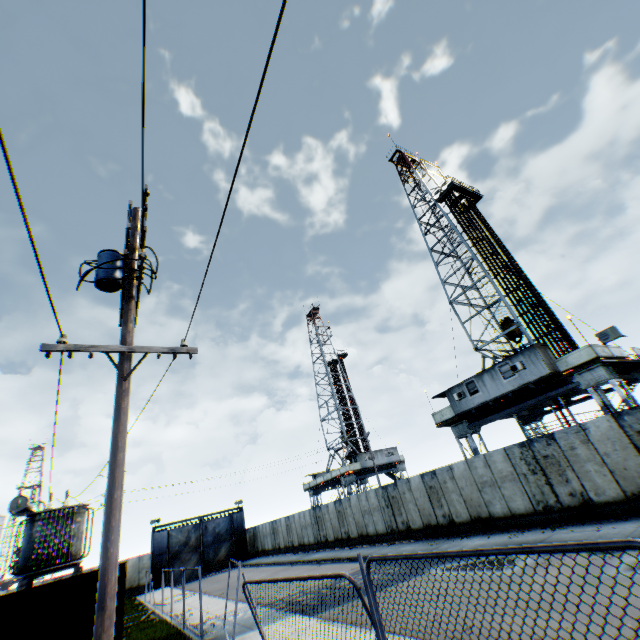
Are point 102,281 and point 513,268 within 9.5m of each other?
no

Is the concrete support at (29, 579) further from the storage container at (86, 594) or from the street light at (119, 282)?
the street light at (119, 282)

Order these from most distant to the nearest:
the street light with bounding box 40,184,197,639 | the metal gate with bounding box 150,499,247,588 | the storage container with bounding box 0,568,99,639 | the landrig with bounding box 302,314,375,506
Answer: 1. the landrig with bounding box 302,314,375,506
2. the metal gate with bounding box 150,499,247,588
3. the storage container with bounding box 0,568,99,639
4. the street light with bounding box 40,184,197,639

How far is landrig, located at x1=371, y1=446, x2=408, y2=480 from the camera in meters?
43.0 m

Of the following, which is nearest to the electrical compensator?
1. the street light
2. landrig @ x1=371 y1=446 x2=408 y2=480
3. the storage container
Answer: the storage container

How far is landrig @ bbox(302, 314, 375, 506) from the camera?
41.4m

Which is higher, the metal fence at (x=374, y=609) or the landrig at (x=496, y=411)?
the landrig at (x=496, y=411)

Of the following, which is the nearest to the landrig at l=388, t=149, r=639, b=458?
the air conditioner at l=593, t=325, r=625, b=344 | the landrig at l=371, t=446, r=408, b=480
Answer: the air conditioner at l=593, t=325, r=625, b=344
